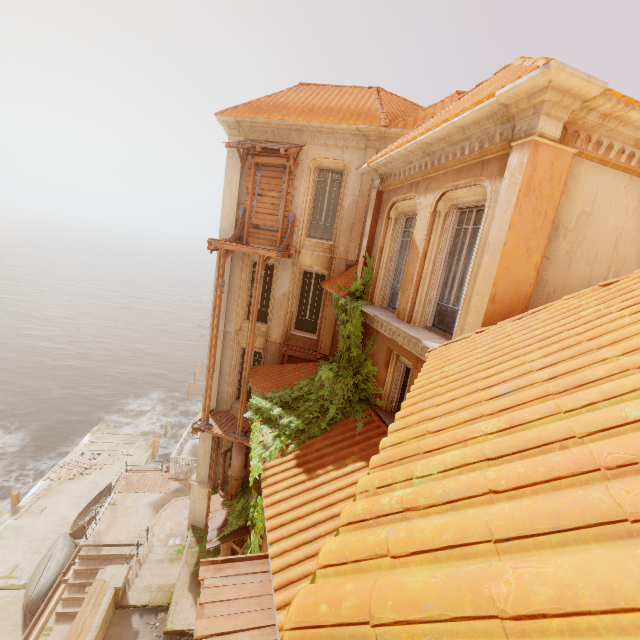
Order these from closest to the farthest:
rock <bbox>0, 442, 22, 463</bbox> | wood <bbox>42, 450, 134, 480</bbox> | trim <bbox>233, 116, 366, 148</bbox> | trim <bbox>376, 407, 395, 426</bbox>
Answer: trim <bbox>376, 407, 395, 426</bbox> < trim <bbox>233, 116, 366, 148</bbox> < wood <bbox>42, 450, 134, 480</bbox> < rock <bbox>0, 442, 22, 463</bbox>

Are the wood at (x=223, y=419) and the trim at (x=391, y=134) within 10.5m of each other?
no

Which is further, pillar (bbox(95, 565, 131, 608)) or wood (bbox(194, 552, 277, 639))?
pillar (bbox(95, 565, 131, 608))

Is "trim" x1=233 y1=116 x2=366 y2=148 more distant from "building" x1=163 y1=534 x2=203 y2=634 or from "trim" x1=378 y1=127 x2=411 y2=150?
"building" x1=163 y1=534 x2=203 y2=634

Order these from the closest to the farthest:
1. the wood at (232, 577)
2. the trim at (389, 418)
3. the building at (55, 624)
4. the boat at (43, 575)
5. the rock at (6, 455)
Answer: the wood at (232, 577) < the trim at (389, 418) < the building at (55, 624) < the boat at (43, 575) < the rock at (6, 455)

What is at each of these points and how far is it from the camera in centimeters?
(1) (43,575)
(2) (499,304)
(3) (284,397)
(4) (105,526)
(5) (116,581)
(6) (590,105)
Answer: (1) boat, 1681cm
(2) column, 501cm
(3) plant, 1009cm
(4) building, 1753cm
(5) pillar, 1203cm
(6) trim, 434cm

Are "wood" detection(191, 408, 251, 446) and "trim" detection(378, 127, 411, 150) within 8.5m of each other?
no

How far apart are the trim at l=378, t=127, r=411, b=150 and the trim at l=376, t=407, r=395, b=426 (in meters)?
Result: 8.47
